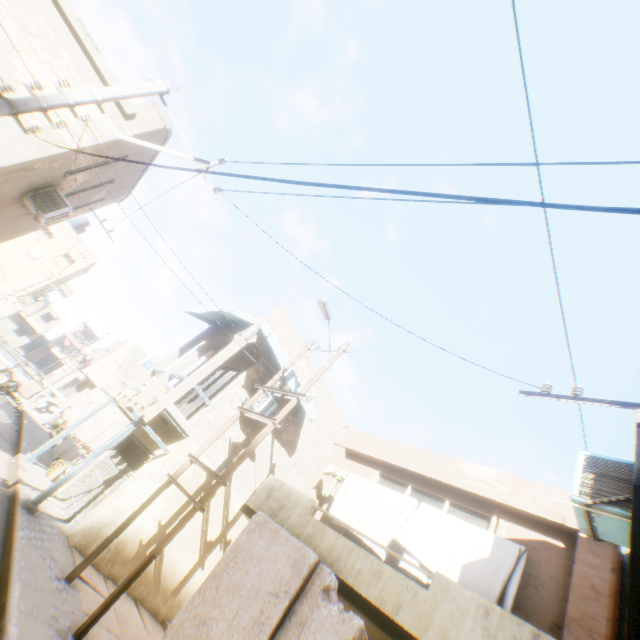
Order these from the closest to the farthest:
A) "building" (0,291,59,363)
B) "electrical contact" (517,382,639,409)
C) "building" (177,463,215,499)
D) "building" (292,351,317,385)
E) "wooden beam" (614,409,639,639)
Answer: "wooden beam" (614,409,639,639), "electrical contact" (517,382,639,409), "building" (177,463,215,499), "building" (292,351,317,385), "building" (0,291,59,363)

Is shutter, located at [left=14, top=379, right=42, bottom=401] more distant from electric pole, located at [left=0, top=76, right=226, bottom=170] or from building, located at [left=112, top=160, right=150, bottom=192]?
electric pole, located at [left=0, top=76, right=226, bottom=170]

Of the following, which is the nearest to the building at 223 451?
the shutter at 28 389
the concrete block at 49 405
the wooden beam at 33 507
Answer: the wooden beam at 33 507

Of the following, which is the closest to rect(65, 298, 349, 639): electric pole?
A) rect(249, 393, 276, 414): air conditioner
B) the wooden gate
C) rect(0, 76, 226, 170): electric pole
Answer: rect(249, 393, 276, 414): air conditioner

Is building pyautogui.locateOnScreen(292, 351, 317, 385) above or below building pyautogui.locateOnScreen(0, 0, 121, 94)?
above

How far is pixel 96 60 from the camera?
8.1m

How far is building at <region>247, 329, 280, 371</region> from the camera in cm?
1277

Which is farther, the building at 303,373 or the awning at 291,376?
the building at 303,373
